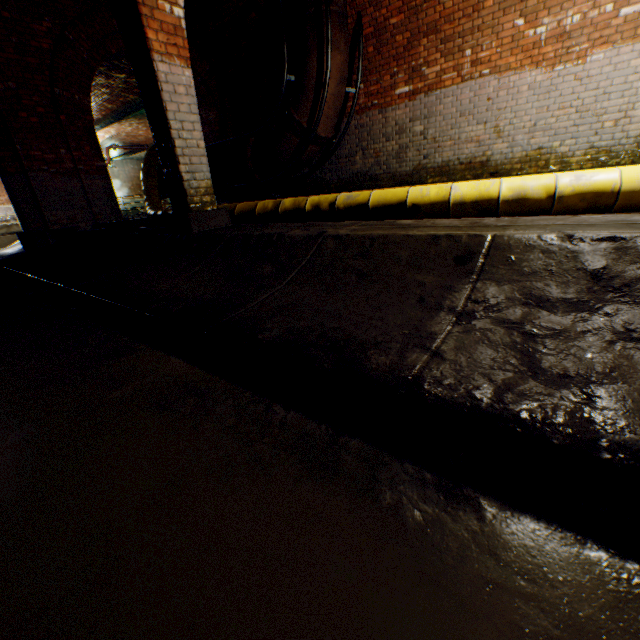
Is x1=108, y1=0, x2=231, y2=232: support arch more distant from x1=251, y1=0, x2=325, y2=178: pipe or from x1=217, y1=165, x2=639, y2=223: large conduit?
x1=251, y1=0, x2=325, y2=178: pipe

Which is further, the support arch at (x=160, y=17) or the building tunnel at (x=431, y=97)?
the building tunnel at (x=431, y=97)

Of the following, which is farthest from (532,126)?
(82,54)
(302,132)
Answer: (82,54)

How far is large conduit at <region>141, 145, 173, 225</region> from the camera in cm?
689

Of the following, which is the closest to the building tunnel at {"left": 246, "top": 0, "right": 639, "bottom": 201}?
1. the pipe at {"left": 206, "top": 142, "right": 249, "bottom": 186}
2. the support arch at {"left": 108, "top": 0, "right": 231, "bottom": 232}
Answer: the support arch at {"left": 108, "top": 0, "right": 231, "bottom": 232}

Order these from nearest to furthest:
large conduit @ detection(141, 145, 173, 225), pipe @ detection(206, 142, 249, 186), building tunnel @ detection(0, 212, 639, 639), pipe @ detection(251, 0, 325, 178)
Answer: building tunnel @ detection(0, 212, 639, 639)
pipe @ detection(251, 0, 325, 178)
large conduit @ detection(141, 145, 173, 225)
pipe @ detection(206, 142, 249, 186)

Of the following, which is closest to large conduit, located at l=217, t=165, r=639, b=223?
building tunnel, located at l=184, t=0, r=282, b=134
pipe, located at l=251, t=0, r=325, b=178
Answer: building tunnel, located at l=184, t=0, r=282, b=134

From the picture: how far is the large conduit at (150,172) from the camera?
6.9 meters
